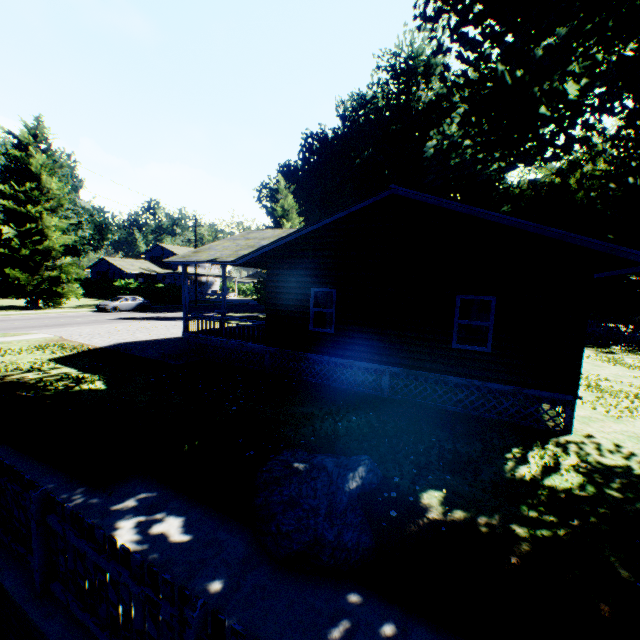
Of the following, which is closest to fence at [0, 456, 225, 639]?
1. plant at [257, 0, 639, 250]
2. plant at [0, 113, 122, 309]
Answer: plant at [257, 0, 639, 250]

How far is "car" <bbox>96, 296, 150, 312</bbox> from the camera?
31.5m

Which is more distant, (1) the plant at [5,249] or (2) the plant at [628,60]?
(1) the plant at [5,249]

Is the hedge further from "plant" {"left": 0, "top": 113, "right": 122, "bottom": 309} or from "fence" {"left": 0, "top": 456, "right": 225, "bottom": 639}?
"fence" {"left": 0, "top": 456, "right": 225, "bottom": 639}

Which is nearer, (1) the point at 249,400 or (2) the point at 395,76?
(1) the point at 249,400

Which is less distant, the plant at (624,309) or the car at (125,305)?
the plant at (624,309)

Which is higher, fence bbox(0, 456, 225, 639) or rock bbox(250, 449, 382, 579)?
fence bbox(0, 456, 225, 639)

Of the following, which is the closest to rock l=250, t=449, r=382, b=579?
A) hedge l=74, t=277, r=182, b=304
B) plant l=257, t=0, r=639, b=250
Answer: plant l=257, t=0, r=639, b=250
